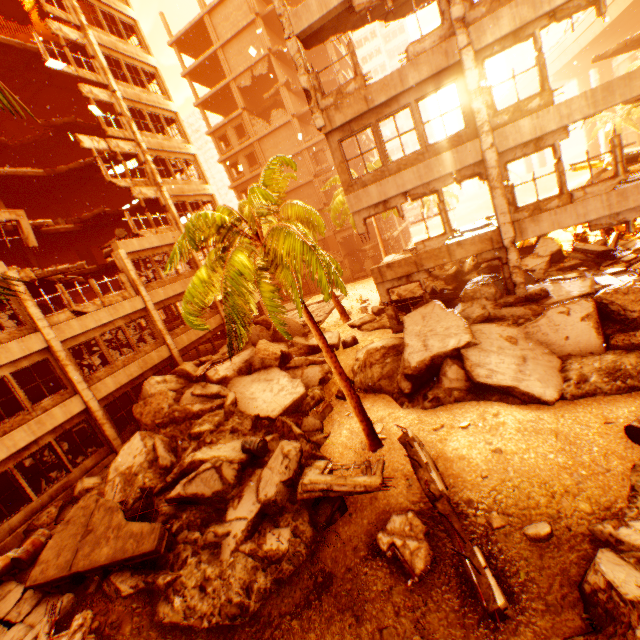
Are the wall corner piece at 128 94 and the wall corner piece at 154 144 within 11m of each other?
yes

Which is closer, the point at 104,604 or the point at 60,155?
the point at 104,604

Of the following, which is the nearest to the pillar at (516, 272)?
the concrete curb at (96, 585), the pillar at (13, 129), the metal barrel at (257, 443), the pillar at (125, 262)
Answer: the metal barrel at (257, 443)

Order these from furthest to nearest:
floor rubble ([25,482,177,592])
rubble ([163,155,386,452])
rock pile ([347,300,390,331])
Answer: rock pile ([347,300,390,331])
floor rubble ([25,482,177,592])
rubble ([163,155,386,452])

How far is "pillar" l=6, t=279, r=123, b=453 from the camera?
12.86m

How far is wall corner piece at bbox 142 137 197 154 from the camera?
20.5 meters

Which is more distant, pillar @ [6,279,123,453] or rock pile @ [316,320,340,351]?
rock pile @ [316,320,340,351]

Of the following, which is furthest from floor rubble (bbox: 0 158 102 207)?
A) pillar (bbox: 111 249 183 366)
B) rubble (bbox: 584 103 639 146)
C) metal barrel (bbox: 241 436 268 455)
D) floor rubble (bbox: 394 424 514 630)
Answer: metal barrel (bbox: 241 436 268 455)
